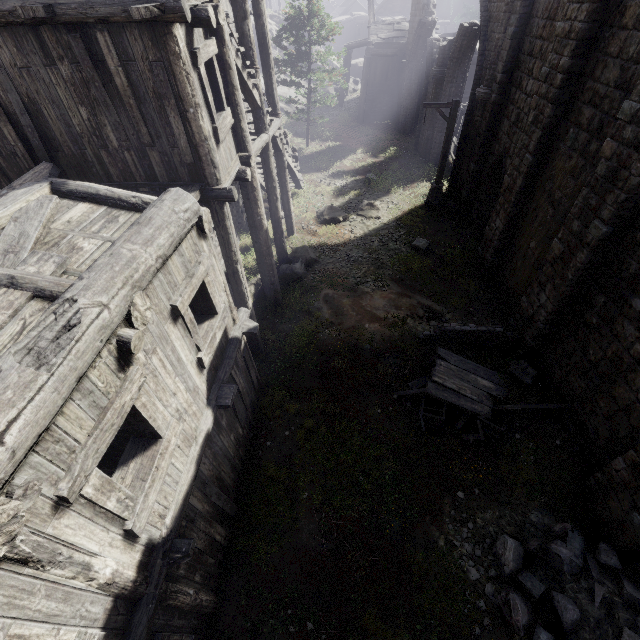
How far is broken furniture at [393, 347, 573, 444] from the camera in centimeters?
805cm

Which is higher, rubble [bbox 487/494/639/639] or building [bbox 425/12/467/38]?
building [bbox 425/12/467/38]

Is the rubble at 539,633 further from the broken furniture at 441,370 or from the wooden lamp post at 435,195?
the wooden lamp post at 435,195

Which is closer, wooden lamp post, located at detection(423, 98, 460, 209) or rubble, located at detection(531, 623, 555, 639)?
rubble, located at detection(531, 623, 555, 639)

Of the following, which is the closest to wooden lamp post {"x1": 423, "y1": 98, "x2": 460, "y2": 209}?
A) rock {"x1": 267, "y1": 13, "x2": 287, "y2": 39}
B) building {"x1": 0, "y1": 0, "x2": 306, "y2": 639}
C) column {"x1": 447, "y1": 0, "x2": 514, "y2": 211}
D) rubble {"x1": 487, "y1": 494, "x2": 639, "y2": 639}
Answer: column {"x1": 447, "y1": 0, "x2": 514, "y2": 211}

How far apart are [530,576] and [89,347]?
8.1m

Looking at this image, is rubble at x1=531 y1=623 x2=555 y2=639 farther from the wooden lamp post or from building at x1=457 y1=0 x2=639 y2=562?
the wooden lamp post

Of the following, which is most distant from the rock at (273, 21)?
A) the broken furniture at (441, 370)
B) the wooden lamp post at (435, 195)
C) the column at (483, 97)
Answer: the broken furniture at (441, 370)
